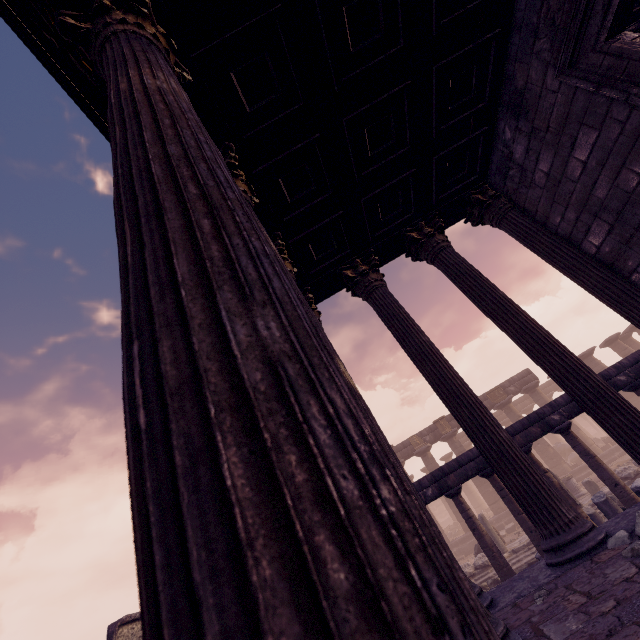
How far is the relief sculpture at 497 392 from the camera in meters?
23.0 m

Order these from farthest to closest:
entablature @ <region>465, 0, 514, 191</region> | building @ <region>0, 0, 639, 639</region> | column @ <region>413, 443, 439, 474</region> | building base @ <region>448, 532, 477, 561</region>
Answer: column @ <region>413, 443, 439, 474</region>
building base @ <region>448, 532, 477, 561</region>
entablature @ <region>465, 0, 514, 191</region>
building @ <region>0, 0, 639, 639</region>

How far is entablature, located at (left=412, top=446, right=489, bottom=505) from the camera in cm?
800

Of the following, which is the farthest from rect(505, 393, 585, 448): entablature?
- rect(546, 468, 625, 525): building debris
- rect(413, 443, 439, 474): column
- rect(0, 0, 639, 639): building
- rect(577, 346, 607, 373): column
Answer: rect(577, 346, 607, 373): column

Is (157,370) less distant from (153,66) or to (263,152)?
(153,66)

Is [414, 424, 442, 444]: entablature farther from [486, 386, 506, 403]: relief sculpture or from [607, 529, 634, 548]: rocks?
[607, 529, 634, 548]: rocks

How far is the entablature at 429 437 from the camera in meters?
23.2 m

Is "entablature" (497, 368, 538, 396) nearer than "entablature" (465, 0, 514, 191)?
No
